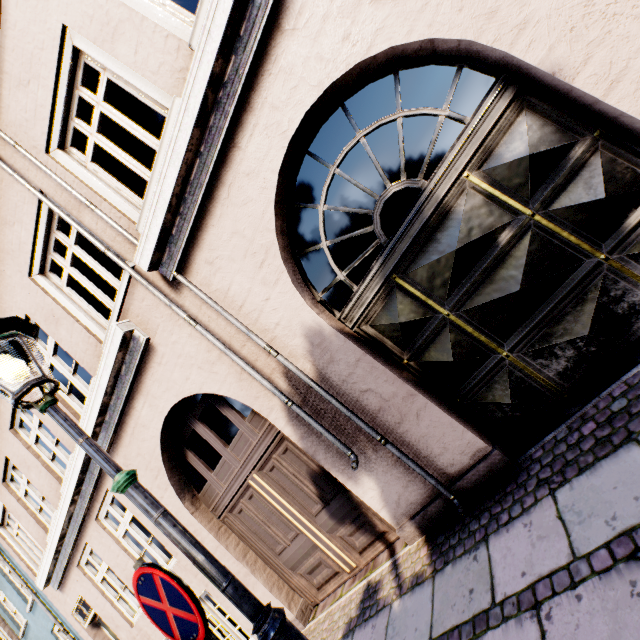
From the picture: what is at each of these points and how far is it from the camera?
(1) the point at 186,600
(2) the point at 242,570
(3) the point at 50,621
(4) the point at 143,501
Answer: (1) sign, 1.7m
(2) building, 4.8m
(3) building, 8.5m
(4) street light, 1.9m

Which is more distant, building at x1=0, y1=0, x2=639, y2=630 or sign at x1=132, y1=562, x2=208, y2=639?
building at x1=0, y1=0, x2=639, y2=630

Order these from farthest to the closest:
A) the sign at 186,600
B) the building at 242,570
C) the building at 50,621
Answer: the building at 50,621 → the building at 242,570 → the sign at 186,600

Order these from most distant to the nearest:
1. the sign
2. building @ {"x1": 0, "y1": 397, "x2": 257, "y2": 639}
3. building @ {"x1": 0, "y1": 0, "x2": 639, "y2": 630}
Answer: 1. building @ {"x1": 0, "y1": 397, "x2": 257, "y2": 639}
2. building @ {"x1": 0, "y1": 0, "x2": 639, "y2": 630}
3. the sign

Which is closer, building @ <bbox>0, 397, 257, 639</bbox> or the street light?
the street light

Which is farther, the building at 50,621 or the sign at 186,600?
the building at 50,621
